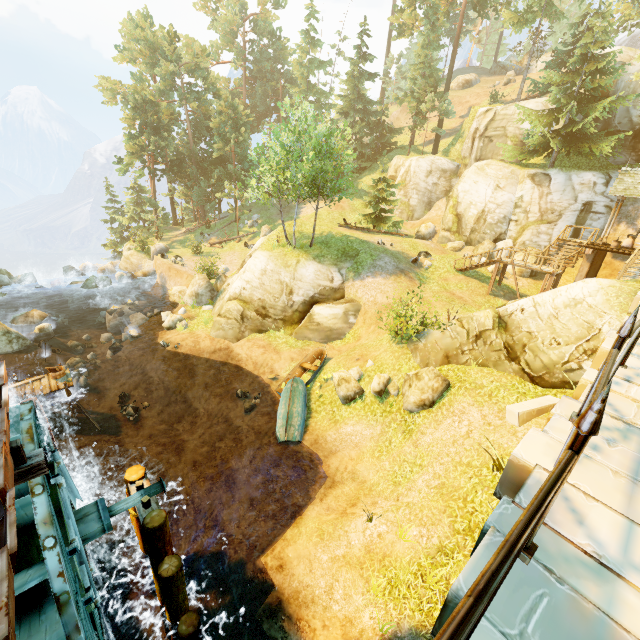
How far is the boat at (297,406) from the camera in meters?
14.7

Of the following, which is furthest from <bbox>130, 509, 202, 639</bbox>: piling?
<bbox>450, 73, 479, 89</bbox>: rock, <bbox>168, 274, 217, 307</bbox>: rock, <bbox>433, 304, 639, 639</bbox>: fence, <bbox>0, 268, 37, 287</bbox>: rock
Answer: <bbox>450, 73, 479, 89</bbox>: rock

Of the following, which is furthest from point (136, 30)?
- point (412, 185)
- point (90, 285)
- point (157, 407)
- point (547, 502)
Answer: point (547, 502)

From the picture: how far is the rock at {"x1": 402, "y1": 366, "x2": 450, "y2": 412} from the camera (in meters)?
12.06

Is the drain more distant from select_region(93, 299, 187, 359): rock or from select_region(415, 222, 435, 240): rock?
select_region(415, 222, 435, 240): rock

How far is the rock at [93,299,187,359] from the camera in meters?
22.3 m

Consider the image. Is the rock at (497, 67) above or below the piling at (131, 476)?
Result: above

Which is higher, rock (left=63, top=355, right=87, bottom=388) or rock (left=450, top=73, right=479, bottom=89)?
rock (left=450, top=73, right=479, bottom=89)
